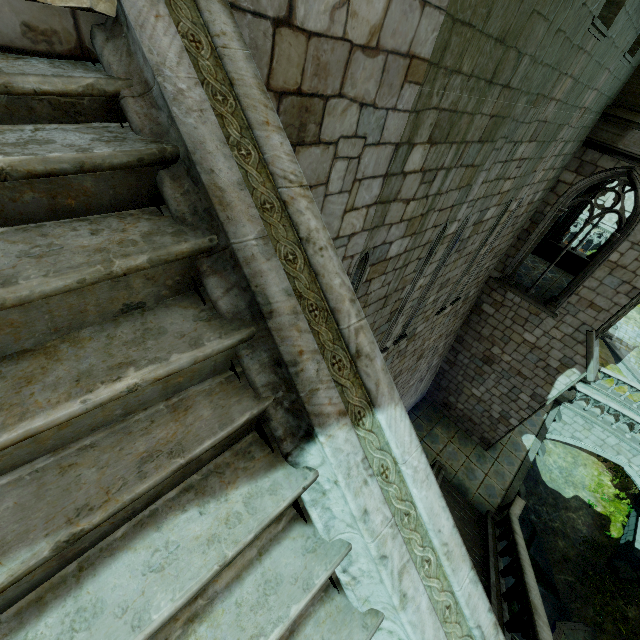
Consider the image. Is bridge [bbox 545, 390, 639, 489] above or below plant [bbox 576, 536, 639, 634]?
above

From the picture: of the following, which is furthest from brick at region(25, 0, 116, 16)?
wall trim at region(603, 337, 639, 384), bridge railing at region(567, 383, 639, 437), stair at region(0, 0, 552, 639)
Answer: wall trim at region(603, 337, 639, 384)

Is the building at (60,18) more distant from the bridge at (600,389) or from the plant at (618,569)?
the plant at (618,569)

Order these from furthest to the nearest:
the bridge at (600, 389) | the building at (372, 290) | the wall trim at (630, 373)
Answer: the wall trim at (630, 373), the bridge at (600, 389), the building at (372, 290)

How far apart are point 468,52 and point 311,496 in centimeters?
413cm

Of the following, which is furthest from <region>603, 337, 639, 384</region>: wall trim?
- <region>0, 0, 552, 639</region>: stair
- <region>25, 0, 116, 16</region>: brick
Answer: <region>25, 0, 116, 16</region>: brick

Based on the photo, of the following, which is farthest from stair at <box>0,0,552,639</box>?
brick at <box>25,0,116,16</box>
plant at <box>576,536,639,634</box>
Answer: plant at <box>576,536,639,634</box>

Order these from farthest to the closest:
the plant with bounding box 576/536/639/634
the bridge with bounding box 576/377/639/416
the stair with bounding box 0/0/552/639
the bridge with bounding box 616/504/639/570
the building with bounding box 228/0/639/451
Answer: the bridge with bounding box 576/377/639/416
the bridge with bounding box 616/504/639/570
the plant with bounding box 576/536/639/634
the building with bounding box 228/0/639/451
the stair with bounding box 0/0/552/639
